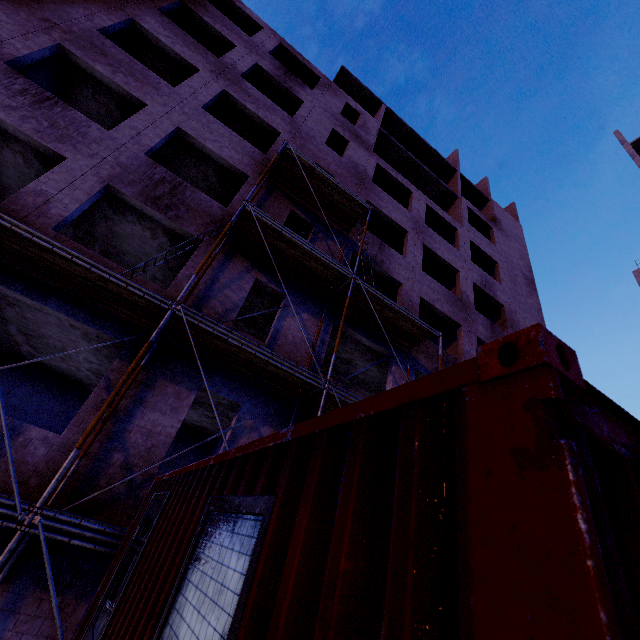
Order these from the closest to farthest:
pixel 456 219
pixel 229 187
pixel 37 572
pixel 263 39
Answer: pixel 37 572
pixel 229 187
pixel 263 39
pixel 456 219

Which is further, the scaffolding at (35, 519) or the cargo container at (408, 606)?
the scaffolding at (35, 519)

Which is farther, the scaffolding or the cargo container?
the scaffolding
